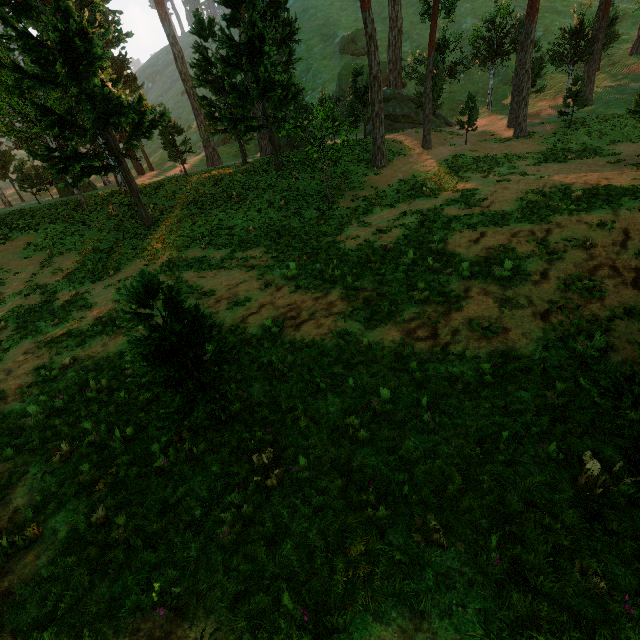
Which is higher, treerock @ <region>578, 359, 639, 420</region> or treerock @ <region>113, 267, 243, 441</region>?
treerock @ <region>113, 267, 243, 441</region>

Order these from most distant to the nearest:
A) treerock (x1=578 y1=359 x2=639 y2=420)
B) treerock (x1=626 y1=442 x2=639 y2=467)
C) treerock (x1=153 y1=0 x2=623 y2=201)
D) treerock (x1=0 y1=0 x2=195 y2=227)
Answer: treerock (x1=153 y1=0 x2=623 y2=201) < treerock (x1=0 y1=0 x2=195 y2=227) < treerock (x1=626 y1=442 x2=639 y2=467) < treerock (x1=578 y1=359 x2=639 y2=420)

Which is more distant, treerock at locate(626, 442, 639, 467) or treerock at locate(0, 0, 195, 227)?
treerock at locate(0, 0, 195, 227)

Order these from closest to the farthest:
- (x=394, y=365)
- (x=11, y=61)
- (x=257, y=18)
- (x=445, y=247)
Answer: (x=394, y=365) → (x=445, y=247) → (x=11, y=61) → (x=257, y=18)

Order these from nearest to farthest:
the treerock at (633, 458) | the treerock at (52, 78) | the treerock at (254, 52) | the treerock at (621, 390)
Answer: the treerock at (621, 390), the treerock at (633, 458), the treerock at (52, 78), the treerock at (254, 52)

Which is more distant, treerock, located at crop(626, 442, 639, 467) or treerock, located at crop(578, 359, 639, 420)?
treerock, located at crop(626, 442, 639, 467)

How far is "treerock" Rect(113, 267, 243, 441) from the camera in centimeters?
Result: 512cm

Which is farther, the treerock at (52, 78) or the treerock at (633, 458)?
the treerock at (52, 78)
